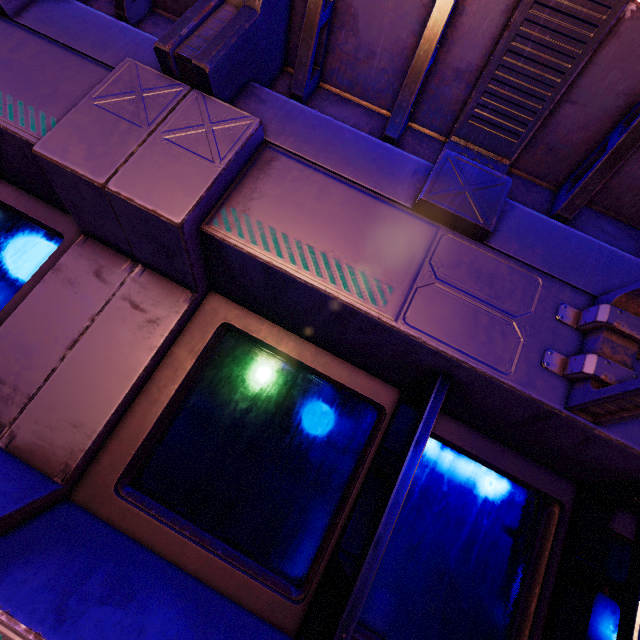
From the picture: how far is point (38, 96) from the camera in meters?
1.8
